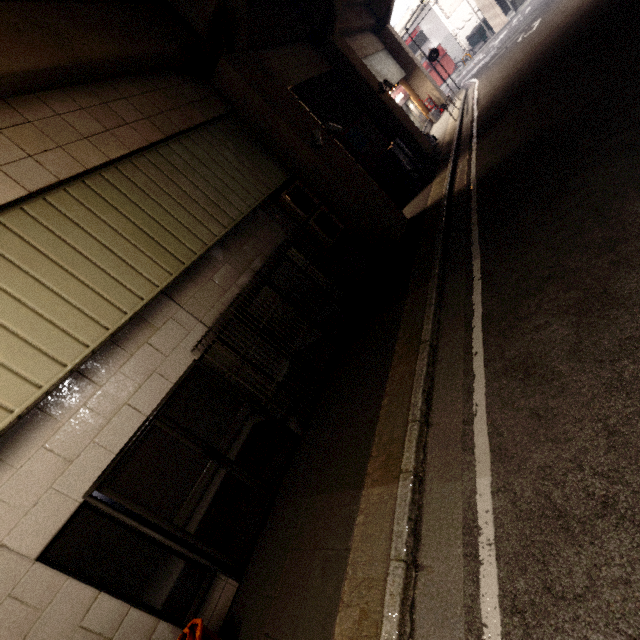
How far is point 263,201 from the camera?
6.8 meters

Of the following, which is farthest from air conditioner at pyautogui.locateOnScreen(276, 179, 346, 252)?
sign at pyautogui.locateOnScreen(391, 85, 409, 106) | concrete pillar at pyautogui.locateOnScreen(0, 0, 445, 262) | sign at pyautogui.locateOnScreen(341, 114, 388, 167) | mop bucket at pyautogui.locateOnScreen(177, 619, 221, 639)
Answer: sign at pyautogui.locateOnScreen(391, 85, 409, 106)

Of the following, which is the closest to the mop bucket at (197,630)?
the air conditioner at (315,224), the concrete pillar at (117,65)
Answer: the concrete pillar at (117,65)

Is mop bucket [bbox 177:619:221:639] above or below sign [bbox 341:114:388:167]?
below

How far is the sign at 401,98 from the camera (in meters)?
16.09

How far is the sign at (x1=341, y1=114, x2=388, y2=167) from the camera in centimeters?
1020cm

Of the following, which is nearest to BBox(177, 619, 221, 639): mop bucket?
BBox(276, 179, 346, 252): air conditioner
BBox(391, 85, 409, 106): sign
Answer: BBox(276, 179, 346, 252): air conditioner

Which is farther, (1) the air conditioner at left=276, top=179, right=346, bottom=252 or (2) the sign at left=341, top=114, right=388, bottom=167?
(2) the sign at left=341, top=114, right=388, bottom=167
